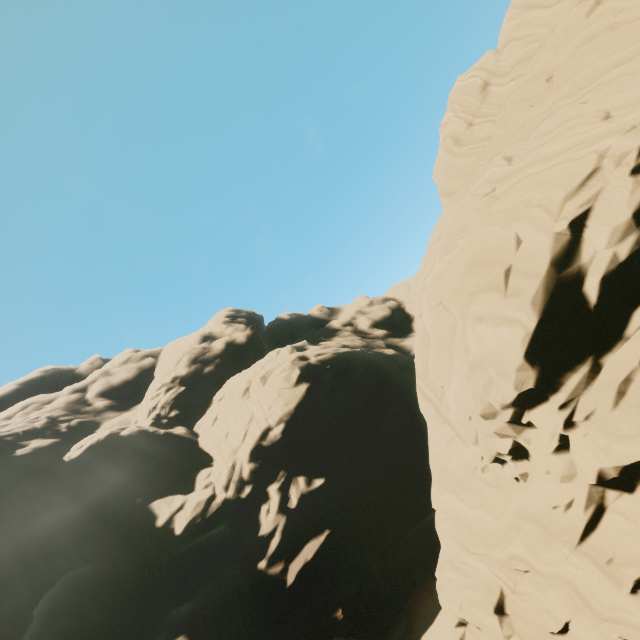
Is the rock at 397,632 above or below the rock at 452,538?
below

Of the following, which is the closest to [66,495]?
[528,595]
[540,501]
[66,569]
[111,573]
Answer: [66,569]

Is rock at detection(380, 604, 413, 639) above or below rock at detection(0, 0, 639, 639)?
below

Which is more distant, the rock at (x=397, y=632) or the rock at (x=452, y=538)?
the rock at (x=397, y=632)

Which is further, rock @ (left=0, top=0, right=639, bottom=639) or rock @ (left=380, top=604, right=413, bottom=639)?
rock @ (left=380, top=604, right=413, bottom=639)
